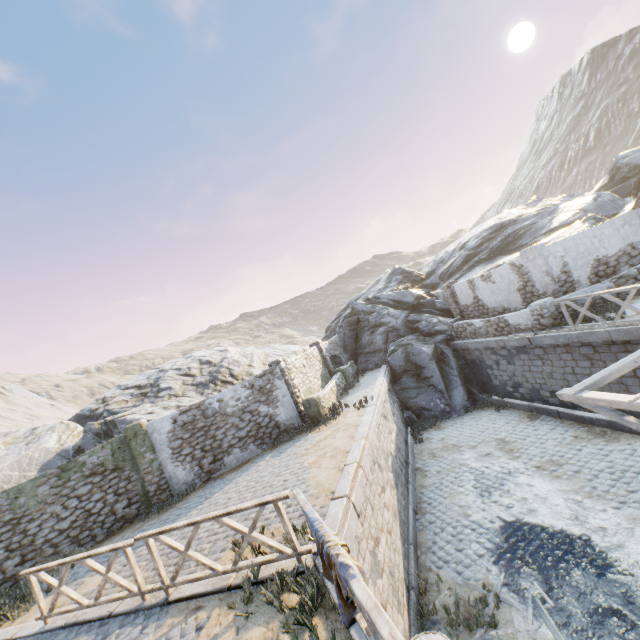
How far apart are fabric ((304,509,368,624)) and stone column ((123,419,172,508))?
9.9 meters

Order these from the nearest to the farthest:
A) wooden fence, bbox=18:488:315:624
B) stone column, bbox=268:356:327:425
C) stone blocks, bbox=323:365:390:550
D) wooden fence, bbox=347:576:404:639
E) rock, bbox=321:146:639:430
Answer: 1. wooden fence, bbox=347:576:404:639
2. wooden fence, bbox=18:488:315:624
3. stone blocks, bbox=323:365:390:550
4. stone column, bbox=268:356:327:425
5. rock, bbox=321:146:639:430

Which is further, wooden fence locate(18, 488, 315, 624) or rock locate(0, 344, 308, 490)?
rock locate(0, 344, 308, 490)

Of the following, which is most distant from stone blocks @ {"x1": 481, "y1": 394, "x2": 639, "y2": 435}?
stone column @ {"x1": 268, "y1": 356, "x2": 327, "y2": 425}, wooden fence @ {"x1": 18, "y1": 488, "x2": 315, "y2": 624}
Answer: stone column @ {"x1": 268, "y1": 356, "x2": 327, "y2": 425}

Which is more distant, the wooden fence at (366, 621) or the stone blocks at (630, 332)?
the stone blocks at (630, 332)

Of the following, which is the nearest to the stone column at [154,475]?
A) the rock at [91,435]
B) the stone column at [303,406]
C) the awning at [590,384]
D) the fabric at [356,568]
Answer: the rock at [91,435]

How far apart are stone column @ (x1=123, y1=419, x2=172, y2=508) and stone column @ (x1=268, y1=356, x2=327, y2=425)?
5.1 meters

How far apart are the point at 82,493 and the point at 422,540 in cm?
1150
